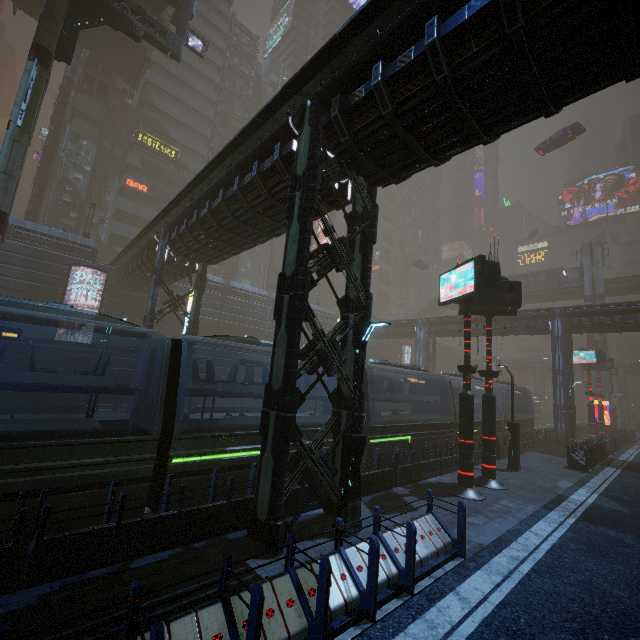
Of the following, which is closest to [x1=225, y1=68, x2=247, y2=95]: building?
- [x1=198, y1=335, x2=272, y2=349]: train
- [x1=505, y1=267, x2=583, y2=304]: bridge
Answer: [x1=198, y1=335, x2=272, y2=349]: train

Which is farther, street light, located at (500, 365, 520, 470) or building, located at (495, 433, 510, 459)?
building, located at (495, 433, 510, 459)

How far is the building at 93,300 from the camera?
26.62m

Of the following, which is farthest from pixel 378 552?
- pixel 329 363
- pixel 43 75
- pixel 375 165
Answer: pixel 43 75

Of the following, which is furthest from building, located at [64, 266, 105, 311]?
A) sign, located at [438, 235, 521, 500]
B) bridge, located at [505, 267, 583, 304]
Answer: bridge, located at [505, 267, 583, 304]

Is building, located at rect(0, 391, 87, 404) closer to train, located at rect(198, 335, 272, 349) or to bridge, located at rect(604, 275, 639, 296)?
train, located at rect(198, 335, 272, 349)

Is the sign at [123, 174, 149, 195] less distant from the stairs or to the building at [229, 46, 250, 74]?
the building at [229, 46, 250, 74]

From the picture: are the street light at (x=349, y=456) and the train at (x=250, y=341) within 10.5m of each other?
yes
